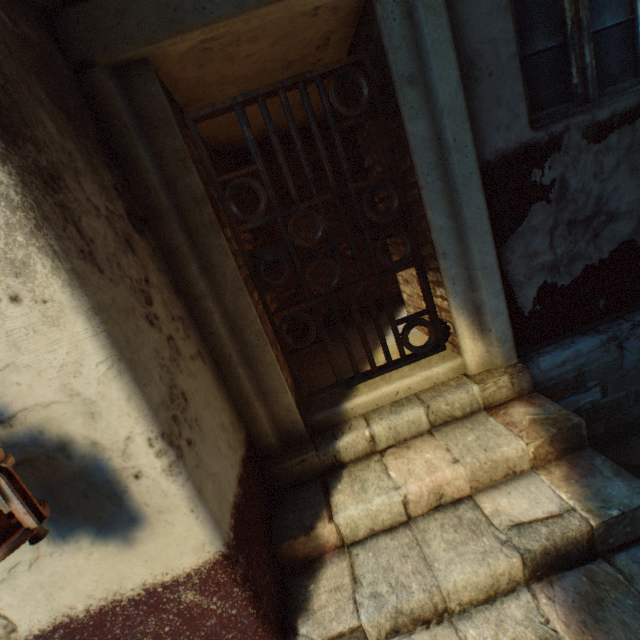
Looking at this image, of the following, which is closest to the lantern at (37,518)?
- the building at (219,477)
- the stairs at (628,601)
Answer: the building at (219,477)

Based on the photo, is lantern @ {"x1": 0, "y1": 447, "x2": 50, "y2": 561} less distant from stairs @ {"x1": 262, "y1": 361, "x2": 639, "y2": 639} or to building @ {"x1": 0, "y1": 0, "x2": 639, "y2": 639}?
building @ {"x1": 0, "y1": 0, "x2": 639, "y2": 639}

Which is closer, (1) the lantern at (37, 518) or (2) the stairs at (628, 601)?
(1) the lantern at (37, 518)

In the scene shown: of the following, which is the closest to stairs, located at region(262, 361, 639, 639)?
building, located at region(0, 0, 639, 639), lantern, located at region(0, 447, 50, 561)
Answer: building, located at region(0, 0, 639, 639)

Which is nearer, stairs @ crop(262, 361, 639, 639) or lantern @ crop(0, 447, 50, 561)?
→ lantern @ crop(0, 447, 50, 561)

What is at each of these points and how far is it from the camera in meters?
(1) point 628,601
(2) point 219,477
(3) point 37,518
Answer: (1) stairs, 1.4 m
(2) building, 1.5 m
(3) lantern, 1.0 m
